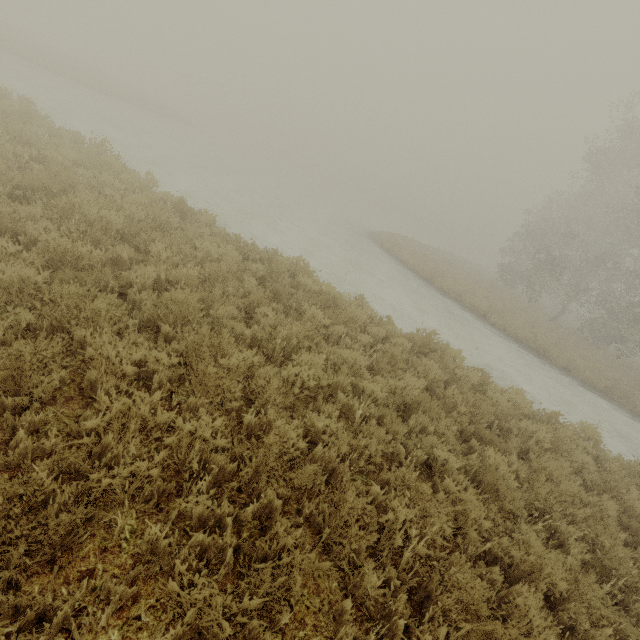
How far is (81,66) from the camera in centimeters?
3566cm
